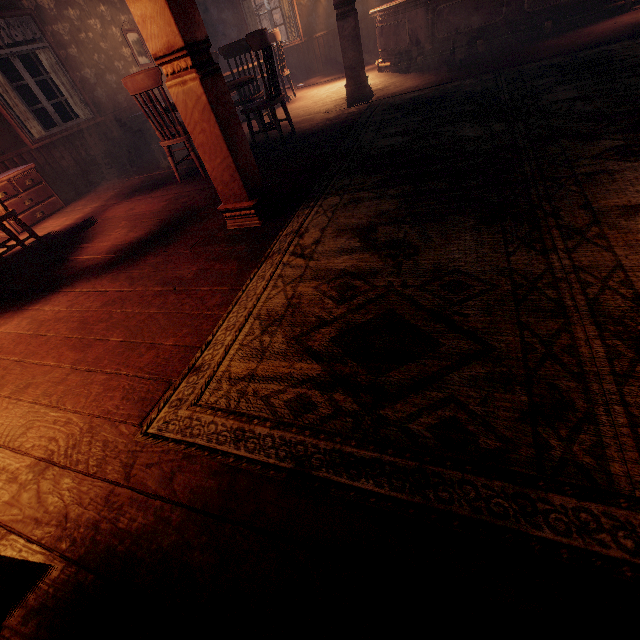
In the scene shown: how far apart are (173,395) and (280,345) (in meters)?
0.56

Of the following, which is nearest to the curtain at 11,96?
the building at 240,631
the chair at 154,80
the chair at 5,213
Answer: the building at 240,631

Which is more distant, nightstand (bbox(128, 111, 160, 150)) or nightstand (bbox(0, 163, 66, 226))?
nightstand (bbox(128, 111, 160, 150))

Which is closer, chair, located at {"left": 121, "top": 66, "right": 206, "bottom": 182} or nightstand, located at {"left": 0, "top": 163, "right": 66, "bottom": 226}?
chair, located at {"left": 121, "top": 66, "right": 206, "bottom": 182}

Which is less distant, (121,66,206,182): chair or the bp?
the bp

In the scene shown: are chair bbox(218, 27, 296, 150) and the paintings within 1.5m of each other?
no

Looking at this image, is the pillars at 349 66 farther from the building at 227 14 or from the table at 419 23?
the table at 419 23

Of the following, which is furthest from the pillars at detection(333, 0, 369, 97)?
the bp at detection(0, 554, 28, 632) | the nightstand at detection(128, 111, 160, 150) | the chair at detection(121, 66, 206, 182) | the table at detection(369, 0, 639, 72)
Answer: the bp at detection(0, 554, 28, 632)
